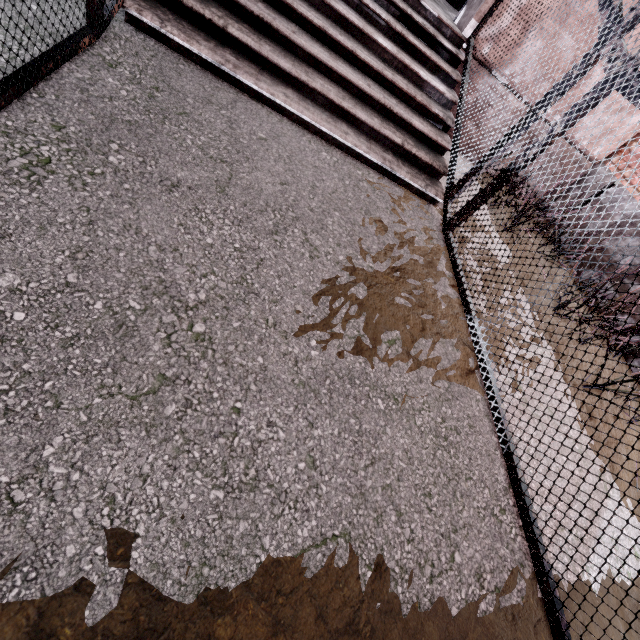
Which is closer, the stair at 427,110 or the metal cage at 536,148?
the metal cage at 536,148

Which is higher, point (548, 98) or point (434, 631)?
point (548, 98)

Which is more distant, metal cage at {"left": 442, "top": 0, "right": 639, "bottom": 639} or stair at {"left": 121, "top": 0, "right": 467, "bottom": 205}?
stair at {"left": 121, "top": 0, "right": 467, "bottom": 205}
